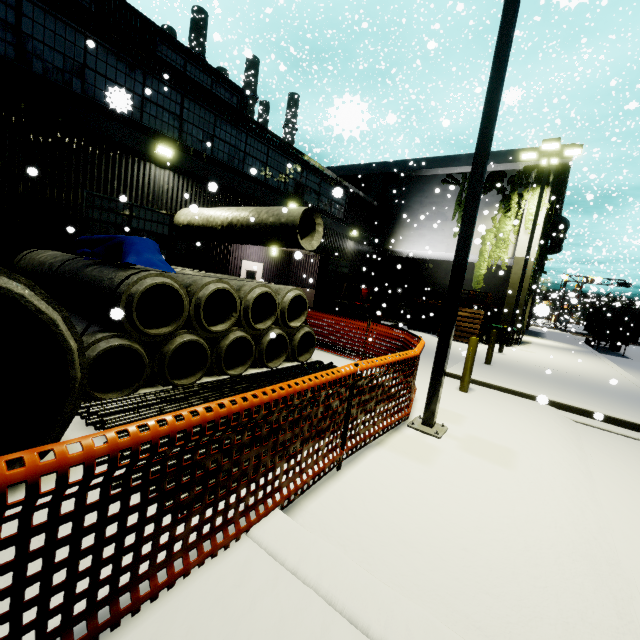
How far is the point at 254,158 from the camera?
12.9 meters

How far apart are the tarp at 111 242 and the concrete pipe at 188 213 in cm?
78

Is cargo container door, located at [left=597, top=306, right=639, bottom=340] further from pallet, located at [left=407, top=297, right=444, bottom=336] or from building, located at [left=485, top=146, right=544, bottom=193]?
pallet, located at [left=407, top=297, right=444, bottom=336]

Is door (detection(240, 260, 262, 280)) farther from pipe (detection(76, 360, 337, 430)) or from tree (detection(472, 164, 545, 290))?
pipe (detection(76, 360, 337, 430))

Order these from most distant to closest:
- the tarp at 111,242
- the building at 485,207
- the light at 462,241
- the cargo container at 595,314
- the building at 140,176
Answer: the cargo container at 595,314 < the building at 485,207 < the building at 140,176 < the tarp at 111,242 < the light at 462,241

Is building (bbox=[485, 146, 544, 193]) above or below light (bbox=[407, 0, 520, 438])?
above

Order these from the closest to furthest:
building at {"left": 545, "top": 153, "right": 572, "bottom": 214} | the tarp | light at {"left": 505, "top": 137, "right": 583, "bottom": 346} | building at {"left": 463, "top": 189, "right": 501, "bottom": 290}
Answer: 1. the tarp
2. building at {"left": 463, "top": 189, "right": 501, "bottom": 290}
3. light at {"left": 505, "top": 137, "right": 583, "bottom": 346}
4. building at {"left": 545, "top": 153, "right": 572, "bottom": 214}

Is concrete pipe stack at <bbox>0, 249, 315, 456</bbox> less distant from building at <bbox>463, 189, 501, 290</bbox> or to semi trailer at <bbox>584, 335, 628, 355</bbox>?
building at <bbox>463, 189, 501, 290</bbox>
